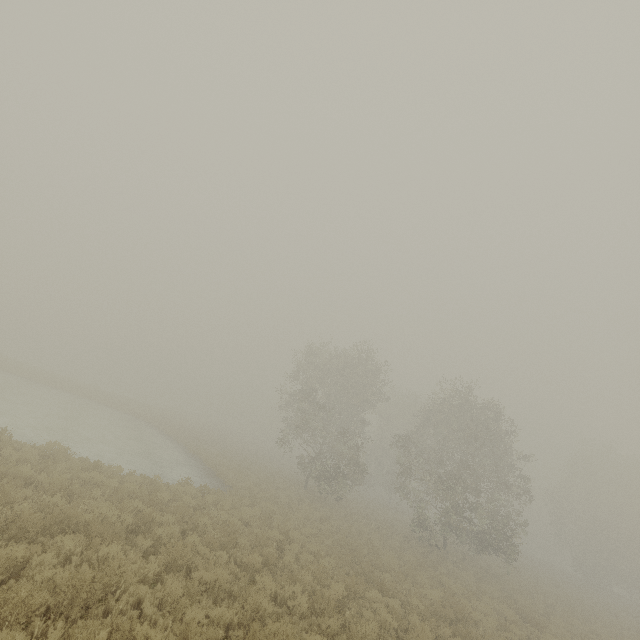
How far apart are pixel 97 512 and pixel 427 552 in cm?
1955
